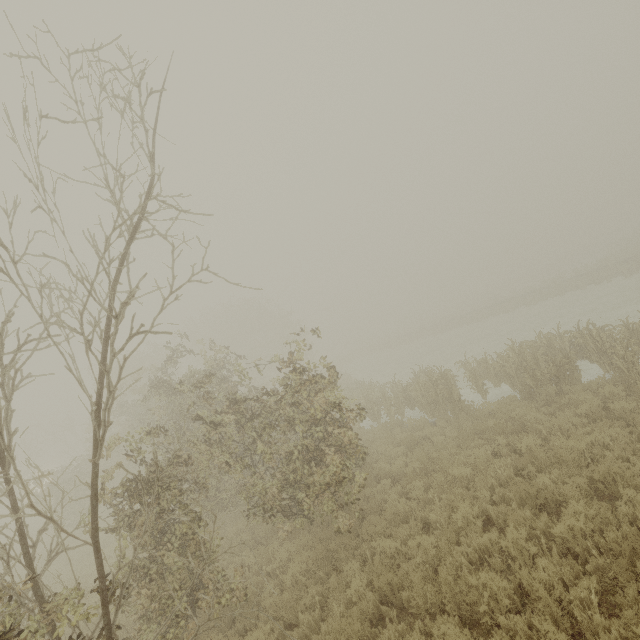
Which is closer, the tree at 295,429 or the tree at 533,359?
the tree at 295,429

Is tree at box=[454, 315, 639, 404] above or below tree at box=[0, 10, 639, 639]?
below

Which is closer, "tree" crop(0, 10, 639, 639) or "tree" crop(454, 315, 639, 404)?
"tree" crop(0, 10, 639, 639)

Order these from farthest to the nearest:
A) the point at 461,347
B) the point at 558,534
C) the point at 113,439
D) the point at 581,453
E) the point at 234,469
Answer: the point at 461,347 < the point at 113,439 < the point at 581,453 < the point at 234,469 < the point at 558,534

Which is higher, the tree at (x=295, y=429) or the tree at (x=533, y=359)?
the tree at (x=295, y=429)
